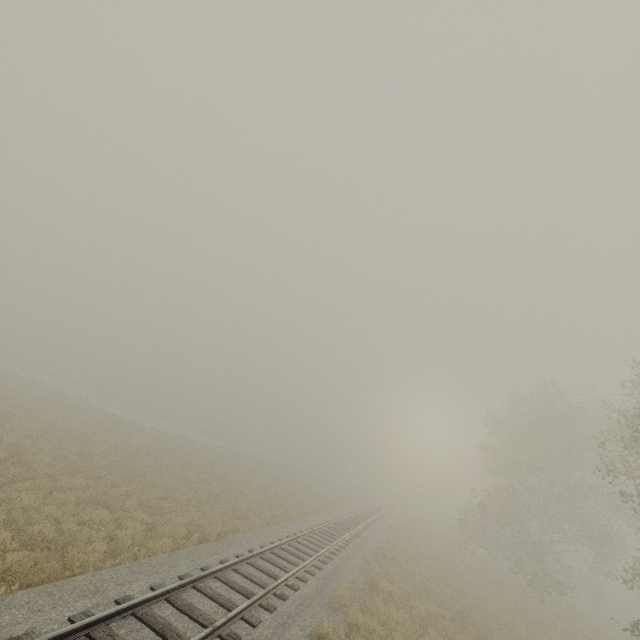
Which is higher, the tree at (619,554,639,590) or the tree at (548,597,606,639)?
the tree at (619,554,639,590)

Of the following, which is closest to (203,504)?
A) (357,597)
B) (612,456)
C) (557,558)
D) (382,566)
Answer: (357,597)

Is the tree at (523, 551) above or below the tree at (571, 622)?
above

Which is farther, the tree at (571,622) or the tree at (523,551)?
the tree at (523,551)

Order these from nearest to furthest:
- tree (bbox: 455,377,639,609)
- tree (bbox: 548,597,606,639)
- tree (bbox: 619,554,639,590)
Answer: tree (bbox: 619,554,639,590) < tree (bbox: 548,597,606,639) < tree (bbox: 455,377,639,609)

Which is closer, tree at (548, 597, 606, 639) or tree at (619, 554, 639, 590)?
tree at (619, 554, 639, 590)
